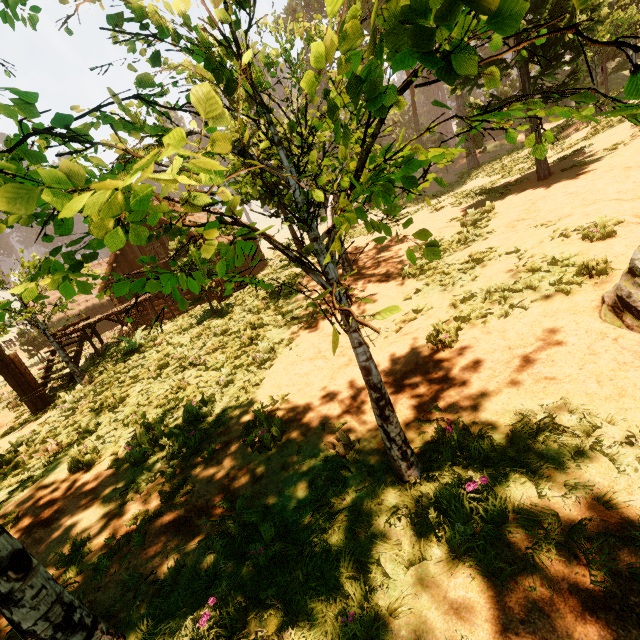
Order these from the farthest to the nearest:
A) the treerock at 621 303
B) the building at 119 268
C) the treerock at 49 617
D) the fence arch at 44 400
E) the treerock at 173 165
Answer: the building at 119 268 → the fence arch at 44 400 → the treerock at 621 303 → the treerock at 49 617 → the treerock at 173 165

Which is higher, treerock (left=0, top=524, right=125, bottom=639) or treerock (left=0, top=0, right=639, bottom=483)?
treerock (left=0, top=0, right=639, bottom=483)

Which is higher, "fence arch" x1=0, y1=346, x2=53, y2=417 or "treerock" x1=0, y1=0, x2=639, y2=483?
"treerock" x1=0, y1=0, x2=639, y2=483

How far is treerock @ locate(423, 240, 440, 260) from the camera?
1.3 meters

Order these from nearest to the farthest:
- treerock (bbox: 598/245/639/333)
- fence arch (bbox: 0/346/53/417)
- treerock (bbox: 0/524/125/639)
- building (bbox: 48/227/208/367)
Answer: treerock (bbox: 0/524/125/639)
treerock (bbox: 598/245/639/333)
fence arch (bbox: 0/346/53/417)
building (bbox: 48/227/208/367)

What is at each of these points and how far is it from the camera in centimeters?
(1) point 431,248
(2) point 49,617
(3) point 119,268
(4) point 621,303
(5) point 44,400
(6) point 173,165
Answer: (1) treerock, 132cm
(2) treerock, 252cm
(3) building, 2152cm
(4) treerock, 404cm
(5) fence arch, 1107cm
(6) treerock, 108cm

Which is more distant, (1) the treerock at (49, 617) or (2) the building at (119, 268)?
(2) the building at (119, 268)
